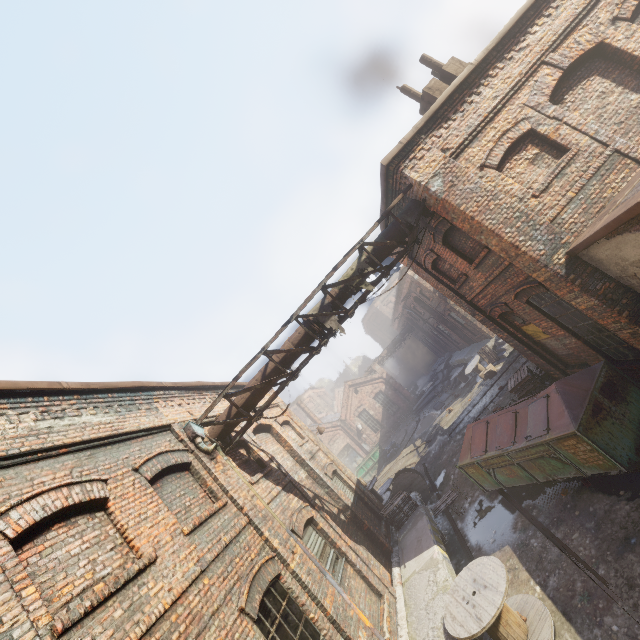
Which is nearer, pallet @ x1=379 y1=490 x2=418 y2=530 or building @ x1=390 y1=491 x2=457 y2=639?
building @ x1=390 y1=491 x2=457 y2=639

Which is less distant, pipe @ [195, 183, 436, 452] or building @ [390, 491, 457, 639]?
building @ [390, 491, 457, 639]

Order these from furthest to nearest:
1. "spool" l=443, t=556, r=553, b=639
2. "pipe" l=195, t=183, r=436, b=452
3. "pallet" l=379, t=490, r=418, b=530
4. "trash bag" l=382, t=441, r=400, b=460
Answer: "trash bag" l=382, t=441, r=400, b=460, "pallet" l=379, t=490, r=418, b=530, "pipe" l=195, t=183, r=436, b=452, "spool" l=443, t=556, r=553, b=639

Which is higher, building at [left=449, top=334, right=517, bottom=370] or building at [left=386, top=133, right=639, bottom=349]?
building at [left=386, top=133, right=639, bottom=349]

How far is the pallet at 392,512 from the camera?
11.5m

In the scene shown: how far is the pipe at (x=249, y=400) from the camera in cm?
764

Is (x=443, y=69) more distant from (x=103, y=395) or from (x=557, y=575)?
(x=557, y=575)

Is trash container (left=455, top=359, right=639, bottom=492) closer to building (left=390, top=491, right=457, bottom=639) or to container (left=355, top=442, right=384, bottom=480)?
building (left=390, top=491, right=457, bottom=639)
